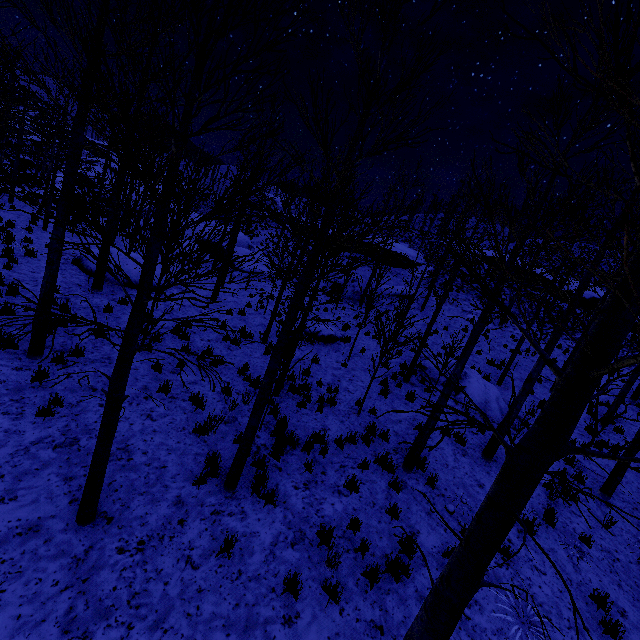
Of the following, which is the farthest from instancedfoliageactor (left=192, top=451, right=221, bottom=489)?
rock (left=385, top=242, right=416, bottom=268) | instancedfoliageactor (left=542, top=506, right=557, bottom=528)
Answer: rock (left=385, top=242, right=416, bottom=268)

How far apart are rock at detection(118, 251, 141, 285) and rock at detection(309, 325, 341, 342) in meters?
6.3 m

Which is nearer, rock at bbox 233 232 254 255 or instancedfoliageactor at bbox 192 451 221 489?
instancedfoliageactor at bbox 192 451 221 489

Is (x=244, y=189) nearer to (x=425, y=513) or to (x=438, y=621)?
(x=438, y=621)

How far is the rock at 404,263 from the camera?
30.2 meters

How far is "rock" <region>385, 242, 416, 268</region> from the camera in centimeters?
3022cm

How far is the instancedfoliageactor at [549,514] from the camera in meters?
7.7 m

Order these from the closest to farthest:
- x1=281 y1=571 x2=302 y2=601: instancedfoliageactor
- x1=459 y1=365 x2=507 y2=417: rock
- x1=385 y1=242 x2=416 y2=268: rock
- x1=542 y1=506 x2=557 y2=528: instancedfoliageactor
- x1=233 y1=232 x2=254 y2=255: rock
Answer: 1. x1=281 y1=571 x2=302 y2=601: instancedfoliageactor
2. x1=542 y1=506 x2=557 y2=528: instancedfoliageactor
3. x1=459 y1=365 x2=507 y2=417: rock
4. x1=233 y1=232 x2=254 y2=255: rock
5. x1=385 y1=242 x2=416 y2=268: rock
